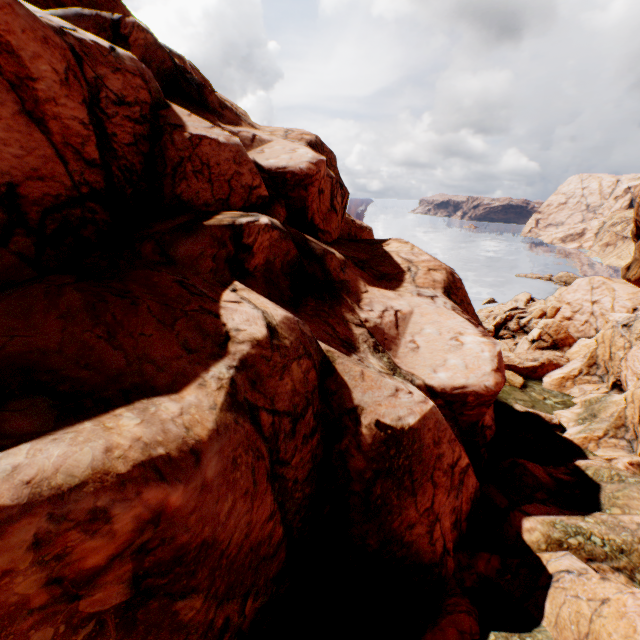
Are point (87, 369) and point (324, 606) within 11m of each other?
yes
